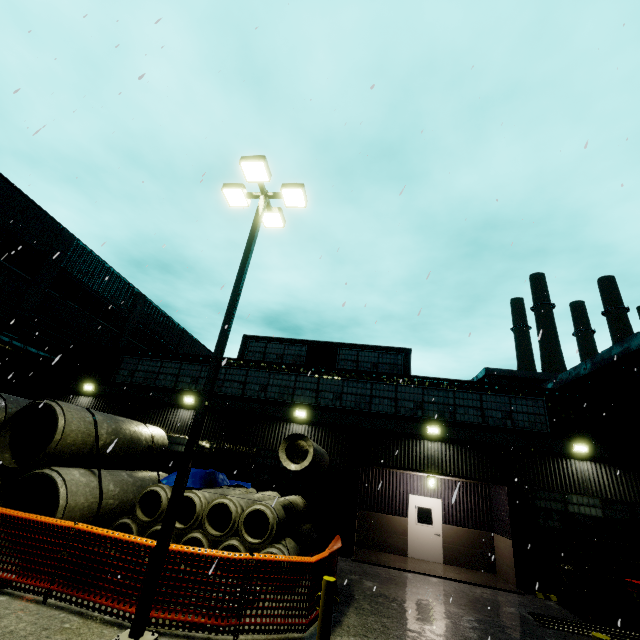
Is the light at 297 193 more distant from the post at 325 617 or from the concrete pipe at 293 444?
the post at 325 617

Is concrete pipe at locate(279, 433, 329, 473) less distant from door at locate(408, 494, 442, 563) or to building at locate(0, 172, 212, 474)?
building at locate(0, 172, 212, 474)

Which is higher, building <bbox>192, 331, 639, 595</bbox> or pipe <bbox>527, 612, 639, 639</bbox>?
building <bbox>192, 331, 639, 595</bbox>

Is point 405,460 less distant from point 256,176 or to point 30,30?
point 256,176

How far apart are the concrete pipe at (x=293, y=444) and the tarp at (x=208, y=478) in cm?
78

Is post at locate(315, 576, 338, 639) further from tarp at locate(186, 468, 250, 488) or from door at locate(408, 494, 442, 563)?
door at locate(408, 494, 442, 563)

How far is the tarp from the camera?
10.5m

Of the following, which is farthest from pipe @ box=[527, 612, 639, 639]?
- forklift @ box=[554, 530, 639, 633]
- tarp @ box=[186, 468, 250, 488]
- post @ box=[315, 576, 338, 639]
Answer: tarp @ box=[186, 468, 250, 488]
